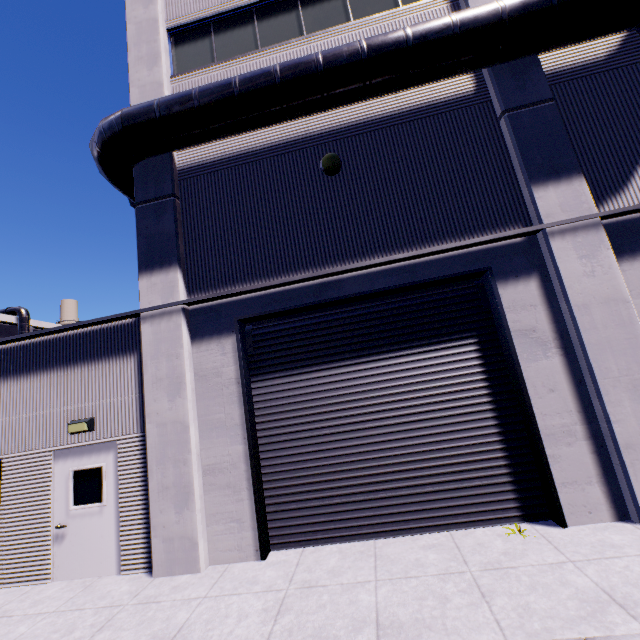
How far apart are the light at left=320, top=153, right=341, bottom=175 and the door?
6.9m

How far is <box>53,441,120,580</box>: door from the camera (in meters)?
6.14

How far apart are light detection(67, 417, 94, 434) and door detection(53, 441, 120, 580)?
0.24m

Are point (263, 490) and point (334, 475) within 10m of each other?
yes

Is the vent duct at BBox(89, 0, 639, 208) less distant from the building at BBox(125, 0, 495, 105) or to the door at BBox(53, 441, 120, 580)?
the building at BBox(125, 0, 495, 105)

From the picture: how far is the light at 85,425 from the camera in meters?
6.4 m

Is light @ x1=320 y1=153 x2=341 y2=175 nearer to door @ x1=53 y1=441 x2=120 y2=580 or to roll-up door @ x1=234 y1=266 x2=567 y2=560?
roll-up door @ x1=234 y1=266 x2=567 y2=560

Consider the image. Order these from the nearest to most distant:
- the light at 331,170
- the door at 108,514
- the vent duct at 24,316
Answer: the door at 108,514, the light at 331,170, the vent duct at 24,316
